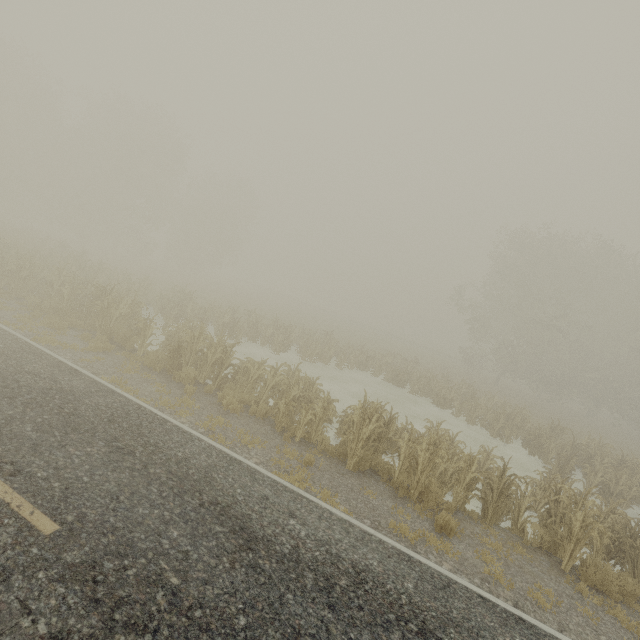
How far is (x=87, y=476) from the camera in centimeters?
548cm
